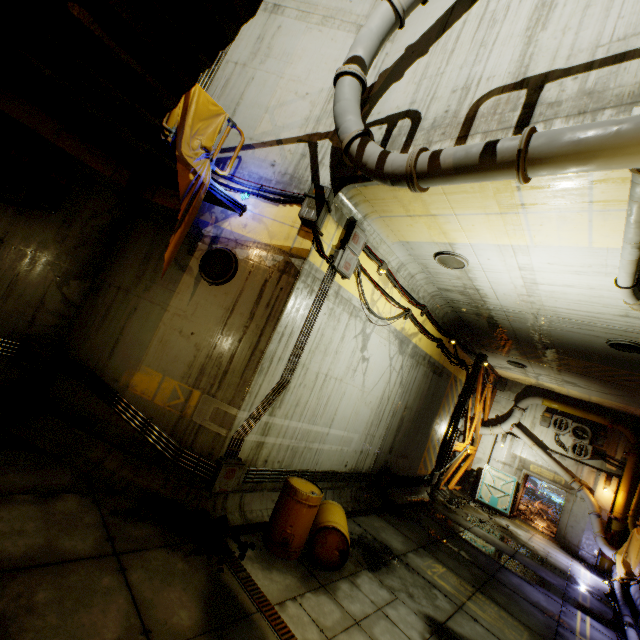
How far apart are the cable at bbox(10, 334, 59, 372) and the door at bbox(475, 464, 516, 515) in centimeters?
1945cm

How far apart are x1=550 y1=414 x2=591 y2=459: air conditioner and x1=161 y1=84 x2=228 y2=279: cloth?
19.7 meters

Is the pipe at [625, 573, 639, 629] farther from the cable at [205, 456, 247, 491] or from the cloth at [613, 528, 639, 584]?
the cable at [205, 456, 247, 491]

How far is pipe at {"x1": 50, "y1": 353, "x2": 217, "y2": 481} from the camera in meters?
6.0

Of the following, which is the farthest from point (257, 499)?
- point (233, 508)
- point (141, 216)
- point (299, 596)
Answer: point (141, 216)

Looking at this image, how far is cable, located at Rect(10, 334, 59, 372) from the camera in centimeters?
630cm

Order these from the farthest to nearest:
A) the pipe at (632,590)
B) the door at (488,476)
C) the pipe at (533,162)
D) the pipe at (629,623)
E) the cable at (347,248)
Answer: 1. the door at (488,476)
2. the pipe at (632,590)
3. the pipe at (629,623)
4. the cable at (347,248)
5. the pipe at (533,162)

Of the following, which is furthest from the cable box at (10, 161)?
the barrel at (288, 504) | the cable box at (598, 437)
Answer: the cable box at (598, 437)
